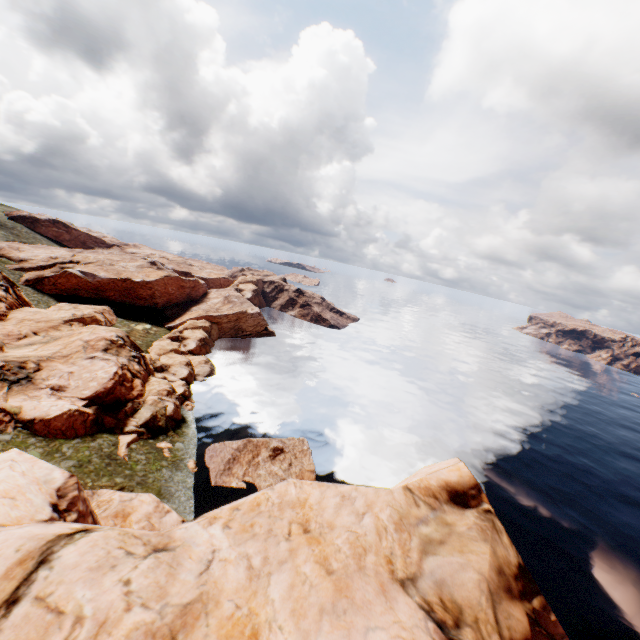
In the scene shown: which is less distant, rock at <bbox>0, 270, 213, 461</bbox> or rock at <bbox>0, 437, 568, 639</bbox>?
rock at <bbox>0, 437, 568, 639</bbox>

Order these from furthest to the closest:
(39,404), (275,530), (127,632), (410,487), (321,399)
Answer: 1. (321,399)
2. (39,404)
3. (410,487)
4. (275,530)
5. (127,632)

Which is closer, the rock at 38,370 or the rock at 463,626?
the rock at 463,626
